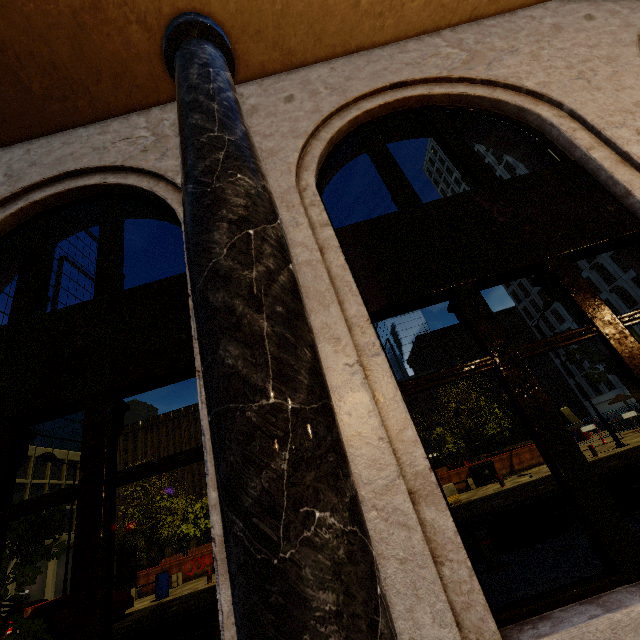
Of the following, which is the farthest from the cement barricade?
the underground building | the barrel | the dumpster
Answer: the underground building

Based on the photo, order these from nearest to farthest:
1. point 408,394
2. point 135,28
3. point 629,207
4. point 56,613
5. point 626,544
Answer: point 626,544 → point 408,394 → point 629,207 → point 135,28 → point 56,613

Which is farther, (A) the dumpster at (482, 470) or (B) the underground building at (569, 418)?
(B) the underground building at (569, 418)

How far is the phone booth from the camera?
18.7m

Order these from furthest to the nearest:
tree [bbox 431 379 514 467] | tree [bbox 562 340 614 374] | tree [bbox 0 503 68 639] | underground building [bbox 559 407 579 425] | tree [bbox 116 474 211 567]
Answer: underground building [bbox 559 407 579 425] < tree [bbox 431 379 514 467] < tree [bbox 116 474 211 567] < tree [bbox 562 340 614 374] < tree [bbox 0 503 68 639]

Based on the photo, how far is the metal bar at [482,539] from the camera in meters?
5.6

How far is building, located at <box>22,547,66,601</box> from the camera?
36.47m

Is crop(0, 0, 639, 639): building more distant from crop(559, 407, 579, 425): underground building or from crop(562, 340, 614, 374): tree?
crop(559, 407, 579, 425): underground building
